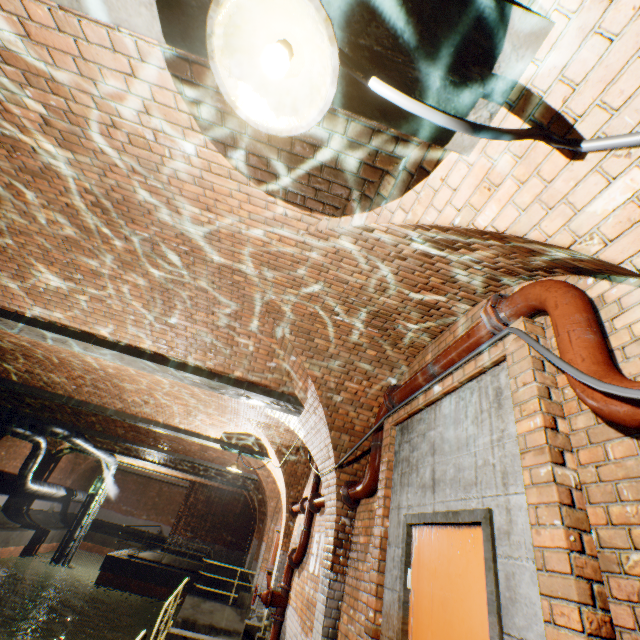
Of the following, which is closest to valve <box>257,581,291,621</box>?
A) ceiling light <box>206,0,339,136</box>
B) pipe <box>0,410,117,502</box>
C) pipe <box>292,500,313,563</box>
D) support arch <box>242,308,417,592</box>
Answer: pipe <box>292,500,313,563</box>

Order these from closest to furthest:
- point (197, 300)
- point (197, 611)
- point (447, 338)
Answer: point (447, 338) < point (197, 300) < point (197, 611)

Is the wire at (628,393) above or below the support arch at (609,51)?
below

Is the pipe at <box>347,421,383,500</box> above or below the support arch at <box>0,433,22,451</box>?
below

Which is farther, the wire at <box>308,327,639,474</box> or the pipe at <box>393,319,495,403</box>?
the pipe at <box>393,319,495,403</box>

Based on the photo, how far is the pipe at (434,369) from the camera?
2.7m

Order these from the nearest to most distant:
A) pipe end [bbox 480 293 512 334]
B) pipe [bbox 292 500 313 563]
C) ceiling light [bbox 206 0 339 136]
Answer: ceiling light [bbox 206 0 339 136]
pipe end [bbox 480 293 512 334]
pipe [bbox 292 500 313 563]

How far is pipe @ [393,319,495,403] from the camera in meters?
2.7 m
